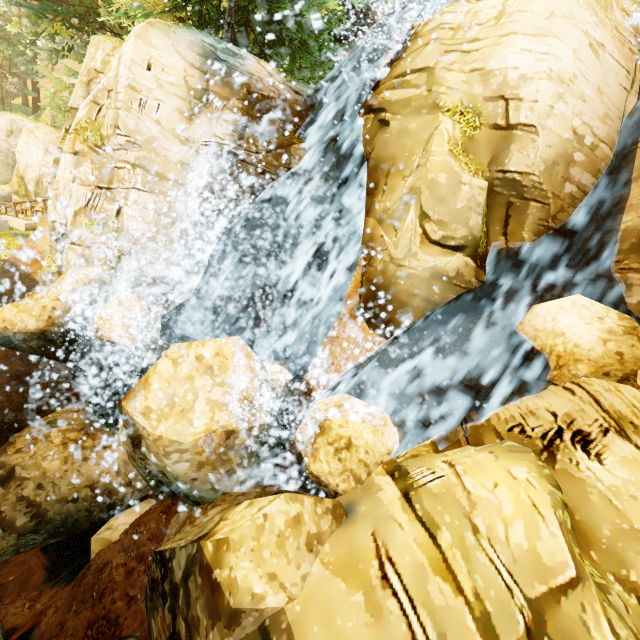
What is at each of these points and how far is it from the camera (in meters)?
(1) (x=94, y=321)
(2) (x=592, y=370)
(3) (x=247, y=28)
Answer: (1) rock, 7.66
(2) rock, 5.09
(3) tree, 10.70

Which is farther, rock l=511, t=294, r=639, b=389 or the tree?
the tree

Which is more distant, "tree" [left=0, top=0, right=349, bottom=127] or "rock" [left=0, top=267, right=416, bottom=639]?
"tree" [left=0, top=0, right=349, bottom=127]

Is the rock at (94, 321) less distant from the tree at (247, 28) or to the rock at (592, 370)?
the rock at (592, 370)

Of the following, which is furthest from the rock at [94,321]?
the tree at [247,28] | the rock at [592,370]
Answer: the tree at [247,28]

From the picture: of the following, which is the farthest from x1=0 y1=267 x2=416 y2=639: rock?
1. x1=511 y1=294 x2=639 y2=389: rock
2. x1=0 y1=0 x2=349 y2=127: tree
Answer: x1=0 y1=0 x2=349 y2=127: tree

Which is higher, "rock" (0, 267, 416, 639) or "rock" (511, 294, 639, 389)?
"rock" (511, 294, 639, 389)
